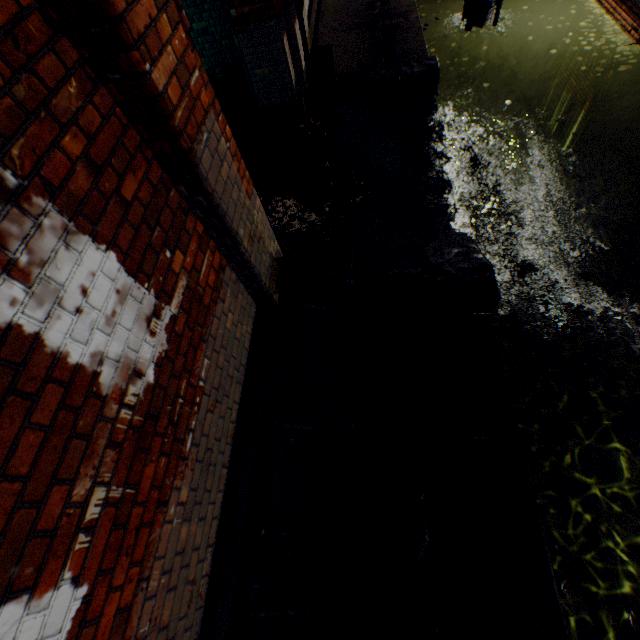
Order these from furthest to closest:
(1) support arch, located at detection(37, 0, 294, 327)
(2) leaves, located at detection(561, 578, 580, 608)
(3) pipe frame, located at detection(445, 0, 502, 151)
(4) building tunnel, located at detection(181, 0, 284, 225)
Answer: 1. (3) pipe frame, located at detection(445, 0, 502, 151)
2. (4) building tunnel, located at detection(181, 0, 284, 225)
3. (2) leaves, located at detection(561, 578, 580, 608)
4. (1) support arch, located at detection(37, 0, 294, 327)

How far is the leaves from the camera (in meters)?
3.06

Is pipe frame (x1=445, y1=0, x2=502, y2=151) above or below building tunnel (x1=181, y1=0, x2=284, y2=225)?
below

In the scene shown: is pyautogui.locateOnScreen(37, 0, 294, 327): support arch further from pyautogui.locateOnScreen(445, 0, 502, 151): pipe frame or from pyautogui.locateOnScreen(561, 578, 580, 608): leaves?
pyautogui.locateOnScreen(445, 0, 502, 151): pipe frame

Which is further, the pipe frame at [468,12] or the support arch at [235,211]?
the pipe frame at [468,12]

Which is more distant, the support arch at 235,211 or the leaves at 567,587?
the leaves at 567,587

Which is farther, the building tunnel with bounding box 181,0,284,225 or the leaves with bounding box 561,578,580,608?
the building tunnel with bounding box 181,0,284,225

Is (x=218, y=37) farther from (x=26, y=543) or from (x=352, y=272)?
(x=26, y=543)
